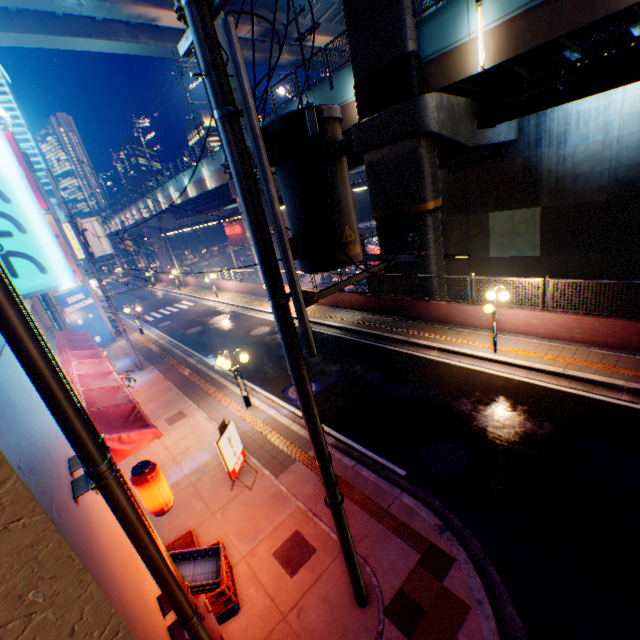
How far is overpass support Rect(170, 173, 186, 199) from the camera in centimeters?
3397cm

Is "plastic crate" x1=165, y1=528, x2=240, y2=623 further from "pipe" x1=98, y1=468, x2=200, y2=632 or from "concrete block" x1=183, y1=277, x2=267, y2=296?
"concrete block" x1=183, y1=277, x2=267, y2=296

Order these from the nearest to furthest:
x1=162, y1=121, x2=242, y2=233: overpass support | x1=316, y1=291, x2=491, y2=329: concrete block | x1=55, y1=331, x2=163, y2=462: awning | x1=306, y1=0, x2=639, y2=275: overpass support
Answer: x1=55, y1=331, x2=163, y2=462: awning, x1=306, y1=0, x2=639, y2=275: overpass support, x1=316, y1=291, x2=491, y2=329: concrete block, x1=162, y1=121, x2=242, y2=233: overpass support

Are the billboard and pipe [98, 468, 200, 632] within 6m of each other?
no

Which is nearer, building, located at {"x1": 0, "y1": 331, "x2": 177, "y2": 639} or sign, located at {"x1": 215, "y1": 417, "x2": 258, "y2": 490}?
building, located at {"x1": 0, "y1": 331, "x2": 177, "y2": 639}

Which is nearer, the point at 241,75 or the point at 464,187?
the point at 241,75

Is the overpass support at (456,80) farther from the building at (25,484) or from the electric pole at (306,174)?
the electric pole at (306,174)

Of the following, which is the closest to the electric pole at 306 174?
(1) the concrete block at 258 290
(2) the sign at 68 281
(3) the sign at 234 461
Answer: (2) the sign at 68 281
